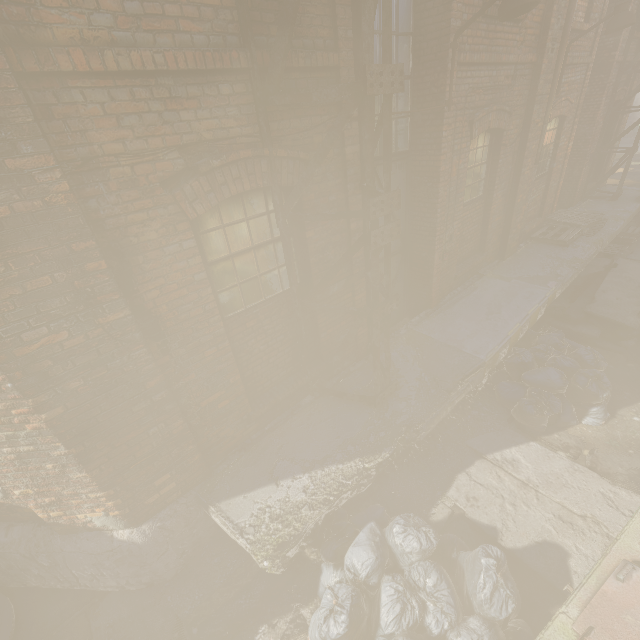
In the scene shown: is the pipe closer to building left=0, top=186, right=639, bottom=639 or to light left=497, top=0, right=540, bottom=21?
building left=0, top=186, right=639, bottom=639

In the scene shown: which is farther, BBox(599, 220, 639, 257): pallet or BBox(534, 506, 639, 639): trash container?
BBox(599, 220, 639, 257): pallet

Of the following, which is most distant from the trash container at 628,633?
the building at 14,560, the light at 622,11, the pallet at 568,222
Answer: the light at 622,11

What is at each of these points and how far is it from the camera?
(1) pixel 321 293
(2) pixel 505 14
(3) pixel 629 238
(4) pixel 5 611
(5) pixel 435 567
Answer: (1) pipe, 4.2m
(2) light, 3.9m
(3) pallet, 9.7m
(4) spool, 3.7m
(5) trash bag, 3.2m

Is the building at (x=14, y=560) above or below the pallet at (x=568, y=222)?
below

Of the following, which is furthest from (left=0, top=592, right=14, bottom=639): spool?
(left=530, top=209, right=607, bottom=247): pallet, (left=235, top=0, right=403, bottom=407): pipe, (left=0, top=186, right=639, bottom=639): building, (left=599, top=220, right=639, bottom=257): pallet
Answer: (left=599, top=220, right=639, bottom=257): pallet

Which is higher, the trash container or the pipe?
the pipe

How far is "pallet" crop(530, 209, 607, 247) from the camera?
8.4m
